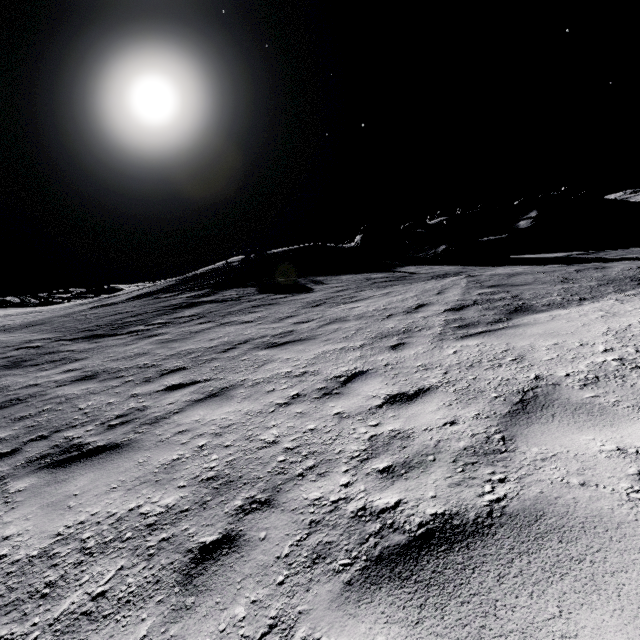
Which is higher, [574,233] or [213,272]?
[213,272]

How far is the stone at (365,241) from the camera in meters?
27.0 m

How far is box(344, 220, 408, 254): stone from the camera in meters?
27.0
